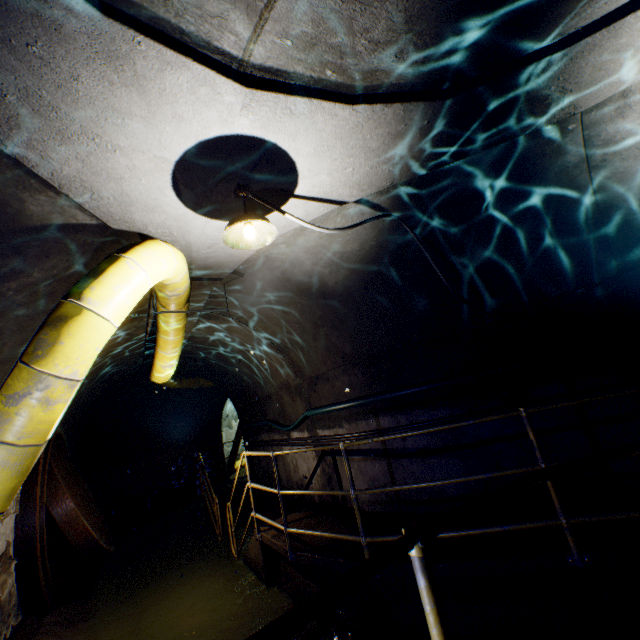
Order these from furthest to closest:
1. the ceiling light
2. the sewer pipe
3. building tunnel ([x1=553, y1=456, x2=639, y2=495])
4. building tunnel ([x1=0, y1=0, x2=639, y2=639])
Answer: the sewer pipe → building tunnel ([x1=553, y1=456, x2=639, y2=495]) → the ceiling light → building tunnel ([x1=0, y1=0, x2=639, y2=639])

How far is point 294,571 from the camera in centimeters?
466cm

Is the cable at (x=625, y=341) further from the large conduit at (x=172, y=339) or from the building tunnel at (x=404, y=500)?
the large conduit at (x=172, y=339)

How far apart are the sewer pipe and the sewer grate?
0.0m

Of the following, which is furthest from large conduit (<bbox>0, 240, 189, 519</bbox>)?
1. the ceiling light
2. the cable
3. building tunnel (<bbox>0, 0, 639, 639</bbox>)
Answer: the cable

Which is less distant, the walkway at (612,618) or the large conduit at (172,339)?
the walkway at (612,618)

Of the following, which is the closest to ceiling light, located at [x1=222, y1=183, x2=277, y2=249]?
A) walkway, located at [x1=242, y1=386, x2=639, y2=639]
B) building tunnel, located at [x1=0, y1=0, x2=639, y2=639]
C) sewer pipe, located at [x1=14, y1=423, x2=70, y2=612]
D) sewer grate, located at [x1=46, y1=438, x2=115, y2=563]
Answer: building tunnel, located at [x1=0, y1=0, x2=639, y2=639]

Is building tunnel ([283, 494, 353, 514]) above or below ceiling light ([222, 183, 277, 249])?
below
